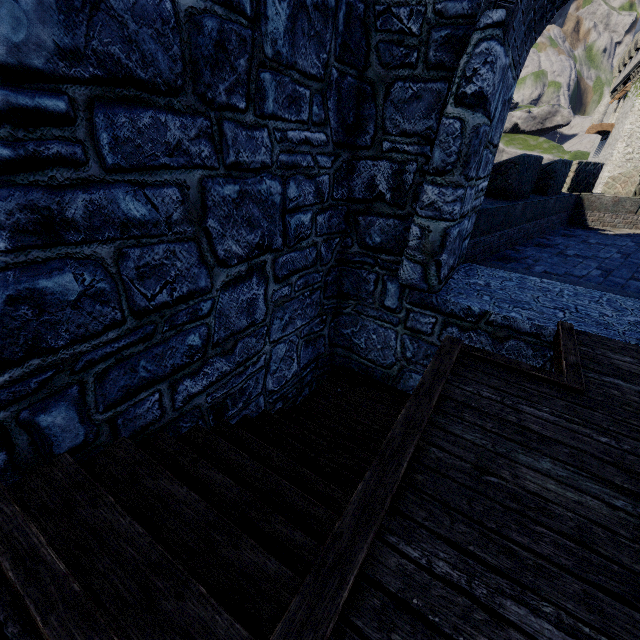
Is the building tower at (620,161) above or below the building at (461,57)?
above

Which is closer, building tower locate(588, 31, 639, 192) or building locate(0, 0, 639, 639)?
building locate(0, 0, 639, 639)

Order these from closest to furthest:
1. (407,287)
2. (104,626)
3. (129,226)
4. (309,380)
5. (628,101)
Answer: (104,626) → (129,226) → (407,287) → (309,380) → (628,101)

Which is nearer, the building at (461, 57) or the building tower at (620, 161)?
the building at (461, 57)

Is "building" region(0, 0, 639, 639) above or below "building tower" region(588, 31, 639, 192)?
below
